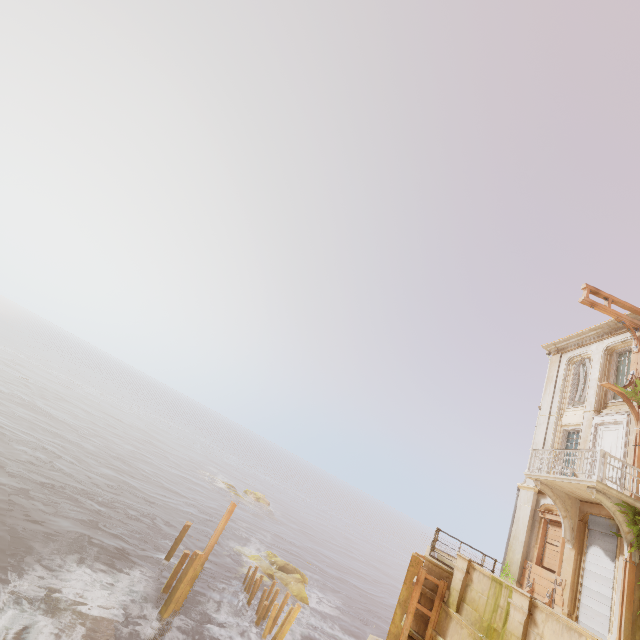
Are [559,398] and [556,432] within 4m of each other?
yes

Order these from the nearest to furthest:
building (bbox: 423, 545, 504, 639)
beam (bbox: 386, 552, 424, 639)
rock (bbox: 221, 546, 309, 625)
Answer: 1. building (bbox: 423, 545, 504, 639)
2. beam (bbox: 386, 552, 424, 639)
3. rock (bbox: 221, 546, 309, 625)

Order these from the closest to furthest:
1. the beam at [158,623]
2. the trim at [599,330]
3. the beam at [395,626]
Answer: the beam at [395,626], the beam at [158,623], the trim at [599,330]

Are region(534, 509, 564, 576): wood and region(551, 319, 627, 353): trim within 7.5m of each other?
no

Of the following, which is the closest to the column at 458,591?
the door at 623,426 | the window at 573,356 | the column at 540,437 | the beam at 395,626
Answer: the beam at 395,626

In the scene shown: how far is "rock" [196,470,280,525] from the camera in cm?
4420

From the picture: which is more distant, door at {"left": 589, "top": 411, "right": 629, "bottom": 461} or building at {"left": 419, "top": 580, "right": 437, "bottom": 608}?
door at {"left": 589, "top": 411, "right": 629, "bottom": 461}

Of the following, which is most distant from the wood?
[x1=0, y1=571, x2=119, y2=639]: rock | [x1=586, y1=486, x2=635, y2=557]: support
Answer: [x1=0, y1=571, x2=119, y2=639]: rock
